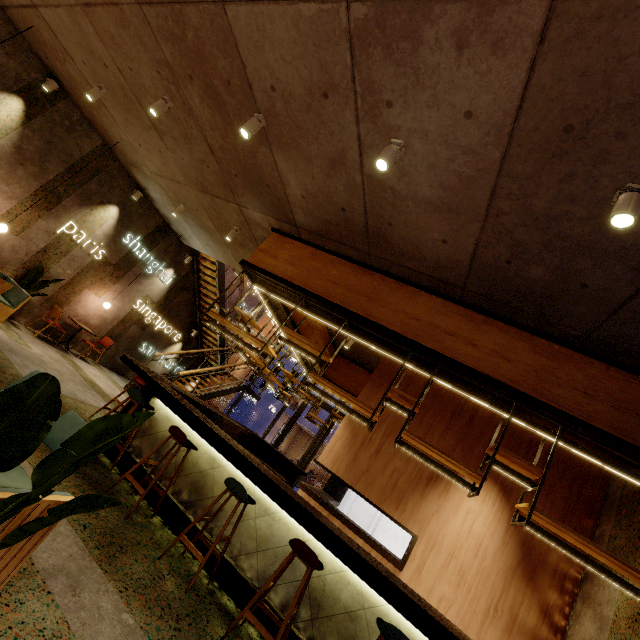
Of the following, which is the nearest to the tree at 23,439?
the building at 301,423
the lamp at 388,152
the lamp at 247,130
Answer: the lamp at 388,152

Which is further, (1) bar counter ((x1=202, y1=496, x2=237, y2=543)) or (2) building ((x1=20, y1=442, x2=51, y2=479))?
(1) bar counter ((x1=202, y1=496, x2=237, y2=543))

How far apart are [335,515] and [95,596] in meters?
3.8

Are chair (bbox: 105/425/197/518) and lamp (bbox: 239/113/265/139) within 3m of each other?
no

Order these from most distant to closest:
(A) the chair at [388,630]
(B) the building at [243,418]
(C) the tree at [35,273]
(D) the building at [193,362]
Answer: (B) the building at [243,418] < (D) the building at [193,362] < (C) the tree at [35,273] < (A) the chair at [388,630]

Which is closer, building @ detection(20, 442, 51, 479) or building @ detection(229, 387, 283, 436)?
building @ detection(20, 442, 51, 479)

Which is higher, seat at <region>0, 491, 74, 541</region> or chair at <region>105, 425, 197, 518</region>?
chair at <region>105, 425, 197, 518</region>

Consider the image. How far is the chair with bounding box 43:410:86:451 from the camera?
2.38m
